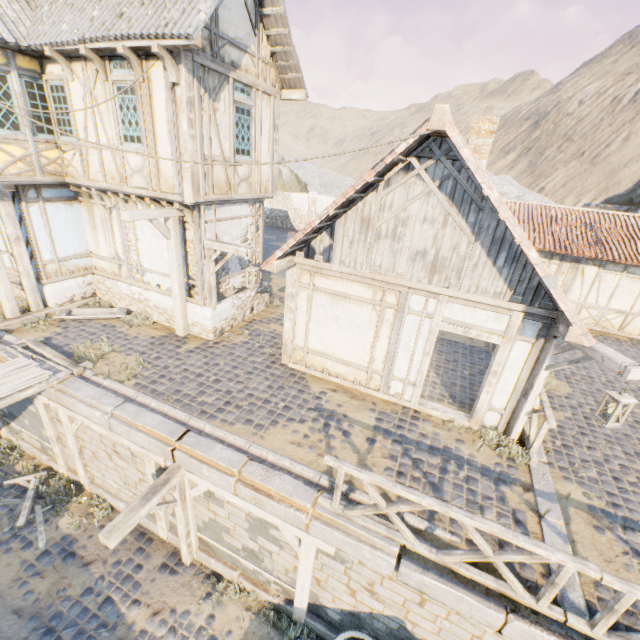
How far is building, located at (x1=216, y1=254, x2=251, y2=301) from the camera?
9.91m

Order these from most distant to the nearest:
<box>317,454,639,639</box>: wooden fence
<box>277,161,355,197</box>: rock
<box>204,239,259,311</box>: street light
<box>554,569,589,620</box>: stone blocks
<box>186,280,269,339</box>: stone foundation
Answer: <box>277,161,355,197</box>: rock
<box>186,280,269,339</box>: stone foundation
<box>204,239,259,311</box>: street light
<box>554,569,589,620</box>: stone blocks
<box>317,454,639,639</box>: wooden fence

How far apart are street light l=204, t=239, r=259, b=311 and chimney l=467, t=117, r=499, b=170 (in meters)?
5.38

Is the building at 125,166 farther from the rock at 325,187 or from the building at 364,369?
the rock at 325,187

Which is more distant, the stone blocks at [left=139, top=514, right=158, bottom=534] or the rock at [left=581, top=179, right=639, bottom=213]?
the rock at [left=581, top=179, right=639, bottom=213]

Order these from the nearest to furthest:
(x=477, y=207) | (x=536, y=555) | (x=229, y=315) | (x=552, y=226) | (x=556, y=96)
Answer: (x=536, y=555) → (x=477, y=207) → (x=229, y=315) → (x=552, y=226) → (x=556, y=96)

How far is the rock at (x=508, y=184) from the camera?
25.4m
